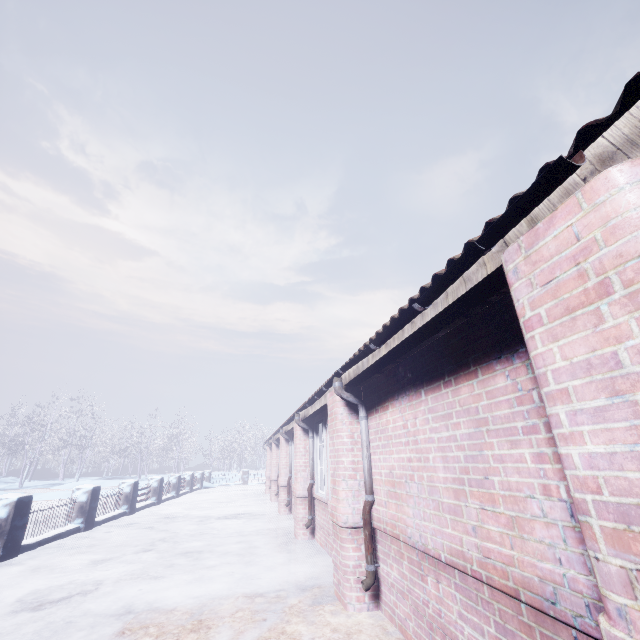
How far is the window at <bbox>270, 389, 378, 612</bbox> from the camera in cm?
322

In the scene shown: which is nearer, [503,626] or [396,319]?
[503,626]

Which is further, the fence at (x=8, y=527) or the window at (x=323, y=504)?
the fence at (x=8, y=527)

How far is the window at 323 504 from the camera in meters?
3.2 m

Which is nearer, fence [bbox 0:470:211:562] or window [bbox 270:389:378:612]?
window [bbox 270:389:378:612]
